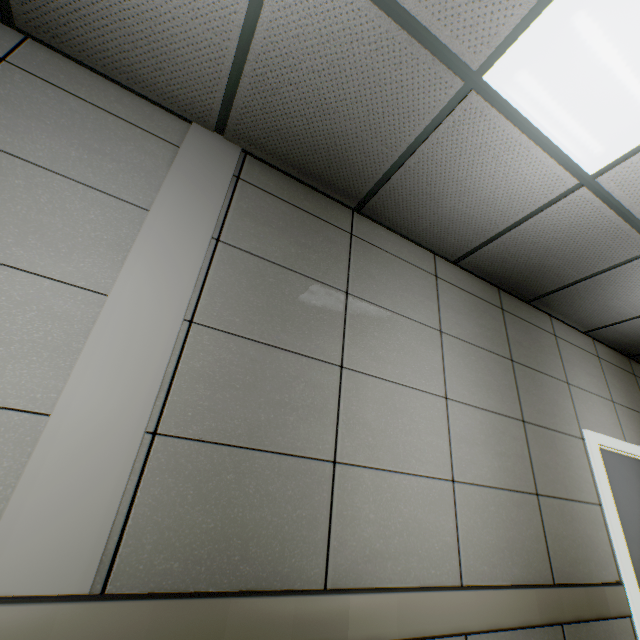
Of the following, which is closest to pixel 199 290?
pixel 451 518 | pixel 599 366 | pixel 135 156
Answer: pixel 135 156
